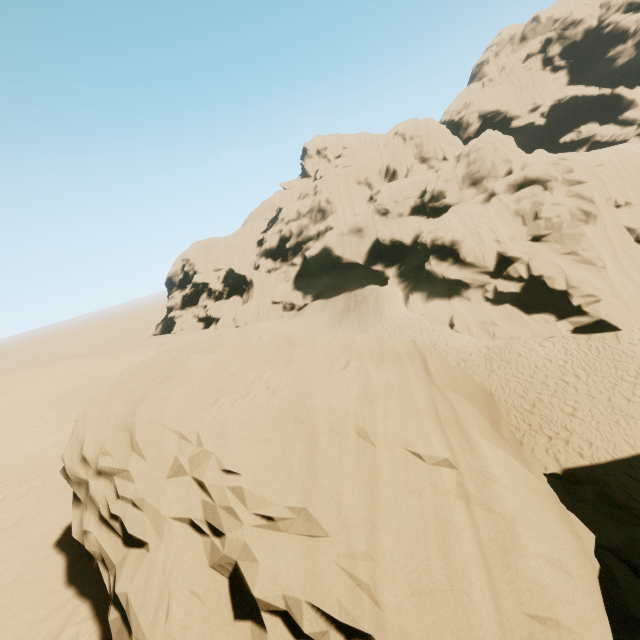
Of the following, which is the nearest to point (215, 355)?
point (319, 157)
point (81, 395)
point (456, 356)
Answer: point (81, 395)
